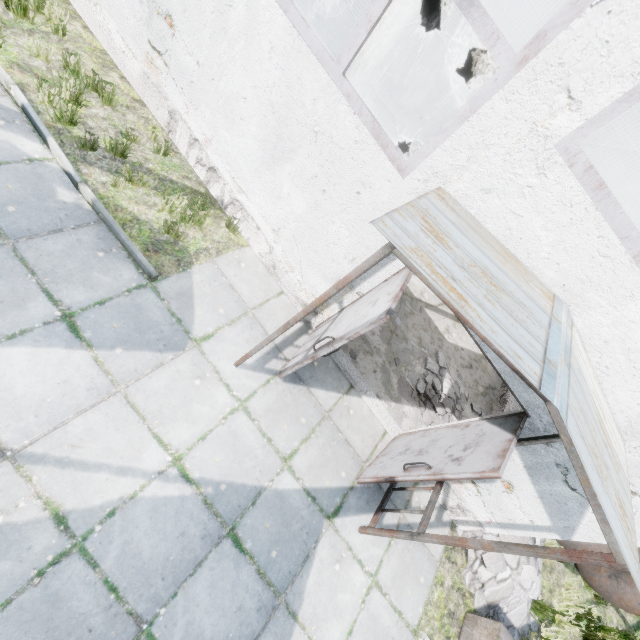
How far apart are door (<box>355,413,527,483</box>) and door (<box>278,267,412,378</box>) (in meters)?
1.70

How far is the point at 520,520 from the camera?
4.8 meters

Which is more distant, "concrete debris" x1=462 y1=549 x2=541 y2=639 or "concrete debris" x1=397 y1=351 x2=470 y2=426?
"concrete debris" x1=397 y1=351 x2=470 y2=426

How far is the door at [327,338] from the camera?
3.3m

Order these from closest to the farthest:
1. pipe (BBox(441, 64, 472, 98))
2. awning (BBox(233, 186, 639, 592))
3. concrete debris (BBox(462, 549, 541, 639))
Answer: awning (BBox(233, 186, 639, 592)), concrete debris (BBox(462, 549, 541, 639)), pipe (BBox(441, 64, 472, 98))

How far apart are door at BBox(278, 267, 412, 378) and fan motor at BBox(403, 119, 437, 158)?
6.71m

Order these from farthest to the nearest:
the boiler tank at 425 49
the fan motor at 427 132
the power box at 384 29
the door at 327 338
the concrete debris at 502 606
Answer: the boiler tank at 425 49 → the fan motor at 427 132 → the power box at 384 29 → the concrete debris at 502 606 → the door at 327 338

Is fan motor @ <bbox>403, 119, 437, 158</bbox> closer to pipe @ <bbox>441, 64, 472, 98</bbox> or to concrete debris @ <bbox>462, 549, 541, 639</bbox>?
pipe @ <bbox>441, 64, 472, 98</bbox>
